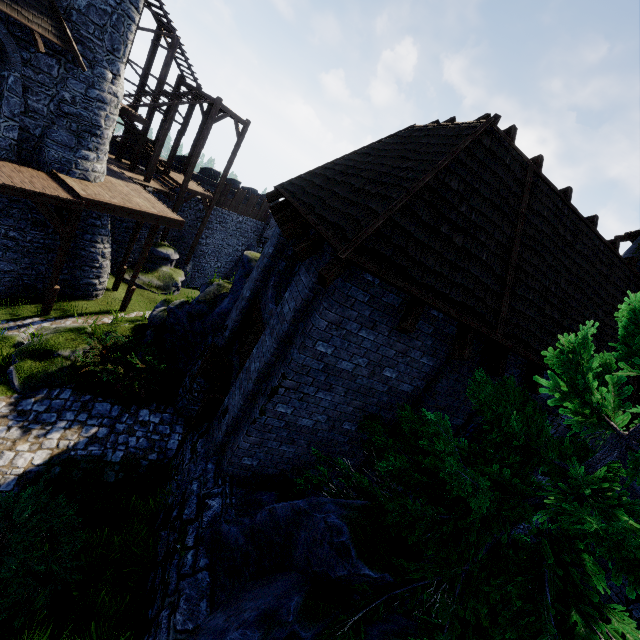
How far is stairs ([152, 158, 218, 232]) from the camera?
22.1 meters

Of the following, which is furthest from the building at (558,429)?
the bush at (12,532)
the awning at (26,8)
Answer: the awning at (26,8)

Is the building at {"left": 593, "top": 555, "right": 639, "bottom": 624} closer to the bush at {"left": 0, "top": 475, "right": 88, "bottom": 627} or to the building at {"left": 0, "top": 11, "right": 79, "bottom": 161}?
the bush at {"left": 0, "top": 475, "right": 88, "bottom": 627}

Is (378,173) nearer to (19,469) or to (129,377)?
(129,377)

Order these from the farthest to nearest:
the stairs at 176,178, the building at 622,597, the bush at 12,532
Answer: the stairs at 176,178 → the building at 622,597 → the bush at 12,532

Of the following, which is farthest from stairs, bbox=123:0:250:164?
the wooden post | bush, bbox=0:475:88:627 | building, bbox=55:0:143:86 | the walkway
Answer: bush, bbox=0:475:88:627

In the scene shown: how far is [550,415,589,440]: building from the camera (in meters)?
8.34

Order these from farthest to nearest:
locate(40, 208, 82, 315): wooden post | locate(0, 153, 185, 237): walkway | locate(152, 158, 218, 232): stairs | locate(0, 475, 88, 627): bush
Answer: locate(152, 158, 218, 232): stairs < locate(40, 208, 82, 315): wooden post < locate(0, 153, 185, 237): walkway < locate(0, 475, 88, 627): bush
